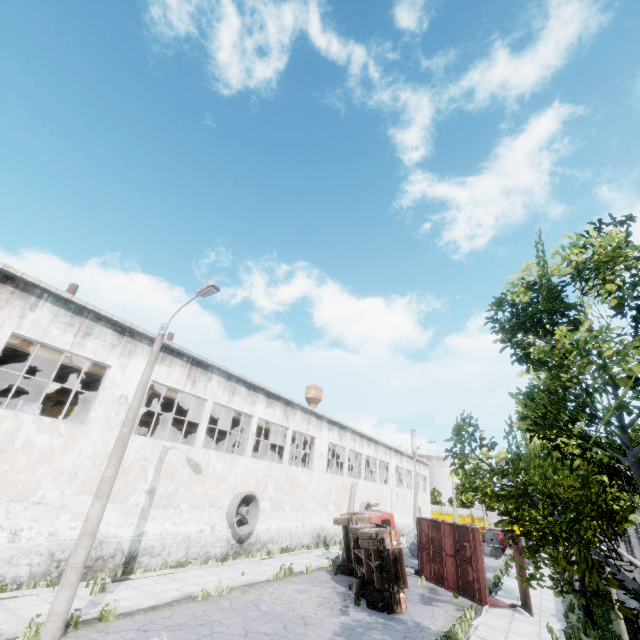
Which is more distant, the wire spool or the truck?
the wire spool

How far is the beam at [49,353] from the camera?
14.7m

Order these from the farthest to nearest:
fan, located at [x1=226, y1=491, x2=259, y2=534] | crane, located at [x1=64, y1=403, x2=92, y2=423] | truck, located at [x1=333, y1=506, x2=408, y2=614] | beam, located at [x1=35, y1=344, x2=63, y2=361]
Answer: crane, located at [x1=64, y1=403, x2=92, y2=423] → fan, located at [x1=226, y1=491, x2=259, y2=534] → beam, located at [x1=35, y1=344, x2=63, y2=361] → truck, located at [x1=333, y1=506, x2=408, y2=614]

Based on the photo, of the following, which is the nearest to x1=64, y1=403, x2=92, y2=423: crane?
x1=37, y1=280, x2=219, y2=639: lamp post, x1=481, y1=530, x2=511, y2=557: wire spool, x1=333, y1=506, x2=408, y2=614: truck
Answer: x1=37, y1=280, x2=219, y2=639: lamp post

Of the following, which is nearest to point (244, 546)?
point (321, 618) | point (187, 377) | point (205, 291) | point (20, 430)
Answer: point (321, 618)

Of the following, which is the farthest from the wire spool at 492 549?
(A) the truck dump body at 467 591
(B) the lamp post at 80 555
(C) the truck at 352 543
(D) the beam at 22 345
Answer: (B) the lamp post at 80 555

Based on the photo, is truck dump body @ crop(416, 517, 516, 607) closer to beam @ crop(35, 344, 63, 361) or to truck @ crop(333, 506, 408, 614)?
truck @ crop(333, 506, 408, 614)

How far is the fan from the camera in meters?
18.3
